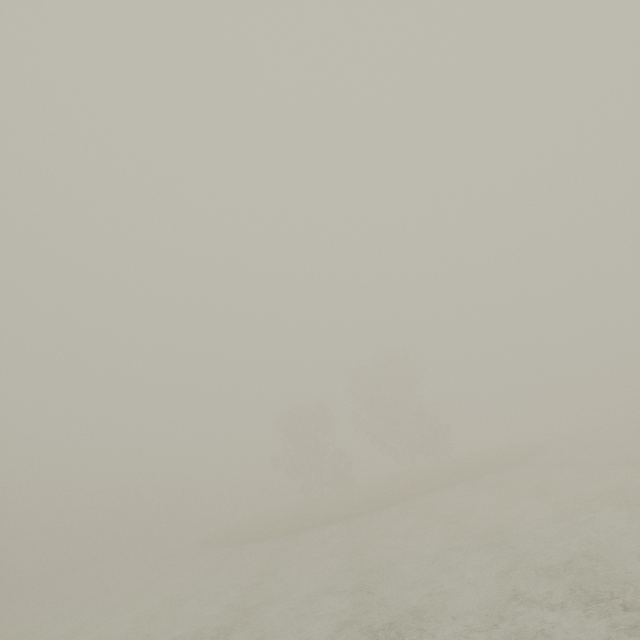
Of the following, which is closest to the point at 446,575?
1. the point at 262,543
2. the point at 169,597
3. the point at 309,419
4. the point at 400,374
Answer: the point at 169,597
